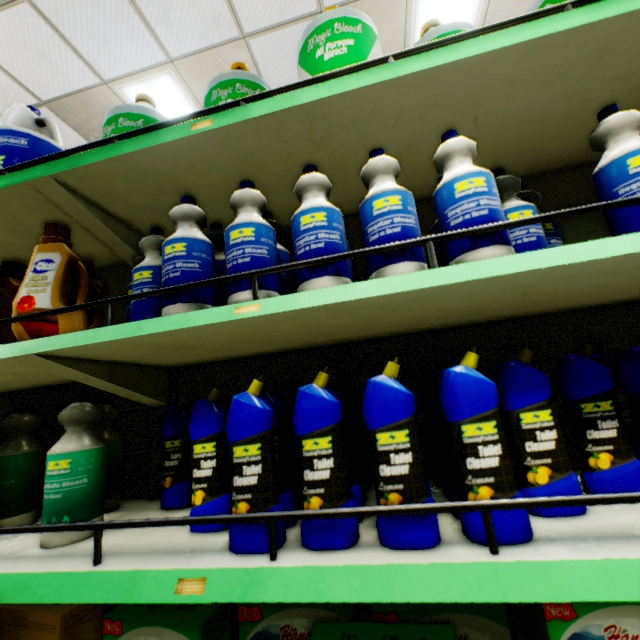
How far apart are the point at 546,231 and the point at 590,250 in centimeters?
52cm

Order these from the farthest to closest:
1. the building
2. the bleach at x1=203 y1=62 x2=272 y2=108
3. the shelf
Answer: the building, the bleach at x1=203 y1=62 x2=272 y2=108, the shelf

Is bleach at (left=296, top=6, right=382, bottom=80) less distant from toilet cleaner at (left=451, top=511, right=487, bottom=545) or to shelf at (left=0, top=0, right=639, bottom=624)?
shelf at (left=0, top=0, right=639, bottom=624)

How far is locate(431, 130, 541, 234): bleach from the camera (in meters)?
0.81

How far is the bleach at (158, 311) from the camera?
0.9m

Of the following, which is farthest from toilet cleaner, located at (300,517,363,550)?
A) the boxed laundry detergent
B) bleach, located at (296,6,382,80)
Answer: bleach, located at (296,6,382,80)

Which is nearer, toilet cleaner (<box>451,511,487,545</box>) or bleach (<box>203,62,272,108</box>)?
toilet cleaner (<box>451,511,487,545</box>)

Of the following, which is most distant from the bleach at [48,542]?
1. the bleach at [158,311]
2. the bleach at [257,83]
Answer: the bleach at [257,83]
